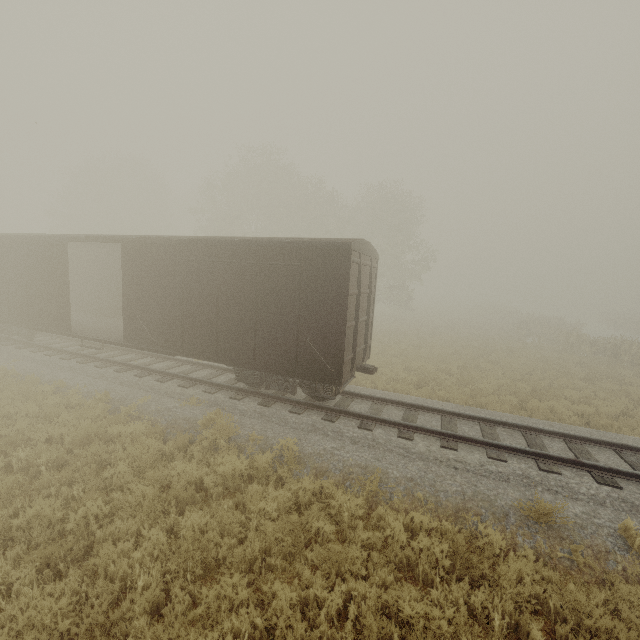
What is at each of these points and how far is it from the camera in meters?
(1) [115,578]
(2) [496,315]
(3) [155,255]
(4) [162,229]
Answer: (1) tree, 4.5 m
(2) tree, 40.9 m
(3) boxcar, 10.1 m
(4) tree, 45.9 m

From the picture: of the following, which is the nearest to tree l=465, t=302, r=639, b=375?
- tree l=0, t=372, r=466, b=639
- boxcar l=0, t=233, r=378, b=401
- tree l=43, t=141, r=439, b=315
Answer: tree l=0, t=372, r=466, b=639

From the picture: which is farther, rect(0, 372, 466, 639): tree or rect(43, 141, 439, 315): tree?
rect(43, 141, 439, 315): tree

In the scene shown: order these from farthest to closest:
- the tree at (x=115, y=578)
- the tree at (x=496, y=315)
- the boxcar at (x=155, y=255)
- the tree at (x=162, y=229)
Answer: the tree at (x=162, y=229)
the tree at (x=496, y=315)
the boxcar at (x=155, y=255)
the tree at (x=115, y=578)

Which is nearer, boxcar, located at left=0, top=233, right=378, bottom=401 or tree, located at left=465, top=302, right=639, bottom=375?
boxcar, located at left=0, top=233, right=378, bottom=401

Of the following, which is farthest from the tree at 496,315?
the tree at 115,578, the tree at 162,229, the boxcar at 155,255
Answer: the tree at 162,229

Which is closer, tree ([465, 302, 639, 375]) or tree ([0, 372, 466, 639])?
tree ([0, 372, 466, 639])

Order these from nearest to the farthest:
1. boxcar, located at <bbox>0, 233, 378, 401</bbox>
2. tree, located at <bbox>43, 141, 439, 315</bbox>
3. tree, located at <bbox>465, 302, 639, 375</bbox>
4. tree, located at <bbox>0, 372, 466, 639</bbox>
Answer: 1. tree, located at <bbox>0, 372, 466, 639</bbox>
2. boxcar, located at <bbox>0, 233, 378, 401</bbox>
3. tree, located at <bbox>465, 302, 639, 375</bbox>
4. tree, located at <bbox>43, 141, 439, 315</bbox>
